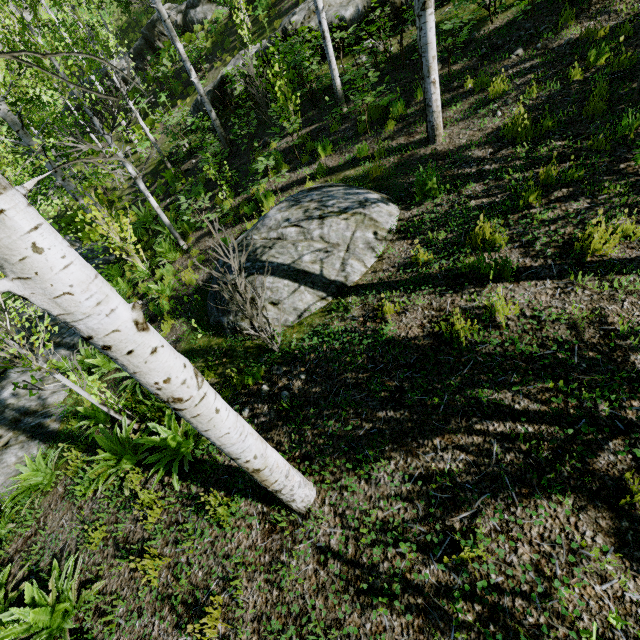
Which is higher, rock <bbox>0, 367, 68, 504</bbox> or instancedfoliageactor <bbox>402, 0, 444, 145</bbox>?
instancedfoliageactor <bbox>402, 0, 444, 145</bbox>

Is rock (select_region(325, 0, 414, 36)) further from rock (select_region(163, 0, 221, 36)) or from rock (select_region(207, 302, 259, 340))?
rock (select_region(207, 302, 259, 340))

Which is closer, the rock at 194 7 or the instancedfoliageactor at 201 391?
the instancedfoliageactor at 201 391

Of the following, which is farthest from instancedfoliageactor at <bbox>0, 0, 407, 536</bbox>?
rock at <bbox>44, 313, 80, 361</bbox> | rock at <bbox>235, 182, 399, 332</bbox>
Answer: rock at <bbox>235, 182, 399, 332</bbox>

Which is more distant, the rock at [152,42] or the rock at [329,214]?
the rock at [152,42]

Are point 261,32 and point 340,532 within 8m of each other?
no

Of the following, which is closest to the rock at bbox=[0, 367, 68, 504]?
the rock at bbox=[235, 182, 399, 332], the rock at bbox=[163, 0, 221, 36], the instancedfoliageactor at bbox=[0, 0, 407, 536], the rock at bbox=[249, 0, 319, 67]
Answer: the instancedfoliageactor at bbox=[0, 0, 407, 536]

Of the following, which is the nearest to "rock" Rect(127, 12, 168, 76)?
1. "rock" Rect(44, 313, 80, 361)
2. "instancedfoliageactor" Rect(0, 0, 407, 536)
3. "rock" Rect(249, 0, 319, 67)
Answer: "instancedfoliageactor" Rect(0, 0, 407, 536)
